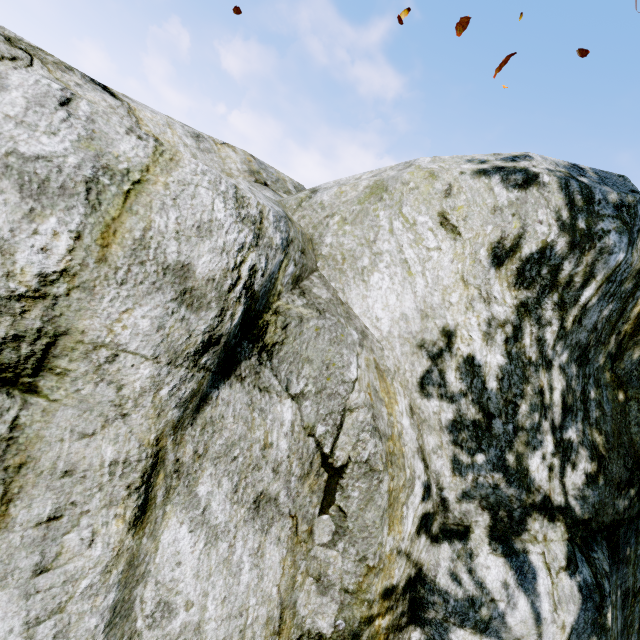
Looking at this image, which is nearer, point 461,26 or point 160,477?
point 160,477
